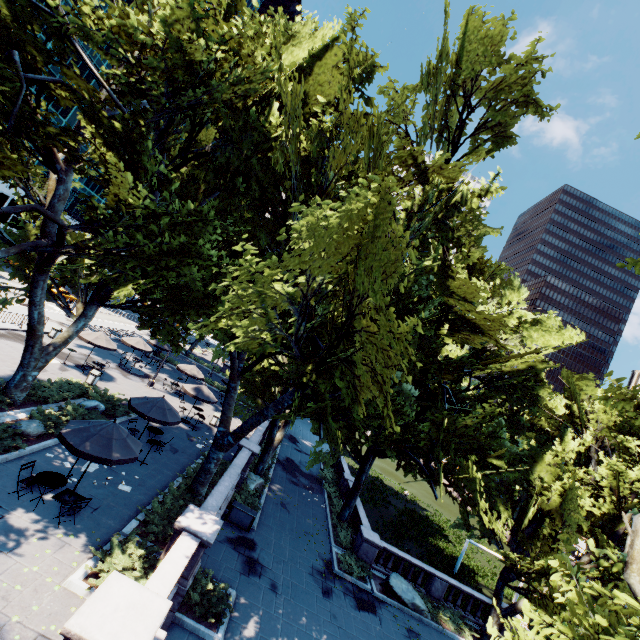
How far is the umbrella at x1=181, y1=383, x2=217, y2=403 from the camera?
23.2m

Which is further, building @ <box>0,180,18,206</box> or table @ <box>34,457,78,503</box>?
building @ <box>0,180,18,206</box>

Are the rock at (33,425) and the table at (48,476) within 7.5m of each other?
yes

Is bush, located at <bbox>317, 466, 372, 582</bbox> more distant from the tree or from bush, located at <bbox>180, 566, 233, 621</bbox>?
bush, located at <bbox>180, 566, 233, 621</bbox>

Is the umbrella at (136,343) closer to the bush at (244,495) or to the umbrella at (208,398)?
the umbrella at (208,398)

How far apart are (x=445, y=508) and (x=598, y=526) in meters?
35.0

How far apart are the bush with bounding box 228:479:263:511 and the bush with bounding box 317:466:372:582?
5.4m

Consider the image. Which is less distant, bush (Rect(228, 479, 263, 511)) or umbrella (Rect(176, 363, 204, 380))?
bush (Rect(228, 479, 263, 511))
